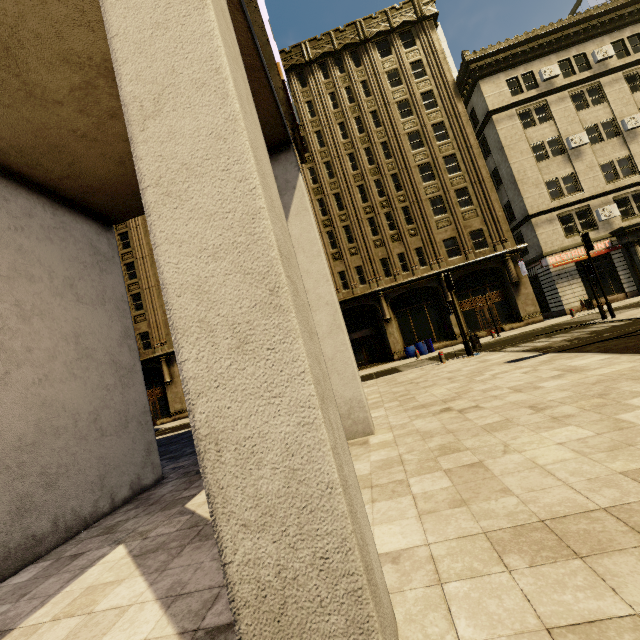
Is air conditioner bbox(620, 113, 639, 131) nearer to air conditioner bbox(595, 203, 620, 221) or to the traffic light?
air conditioner bbox(595, 203, 620, 221)

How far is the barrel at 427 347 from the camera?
23.6 meters

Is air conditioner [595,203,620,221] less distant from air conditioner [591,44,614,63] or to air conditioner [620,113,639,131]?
air conditioner [620,113,639,131]

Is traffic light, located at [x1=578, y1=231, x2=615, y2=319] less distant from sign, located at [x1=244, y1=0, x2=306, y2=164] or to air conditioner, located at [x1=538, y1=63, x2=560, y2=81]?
sign, located at [x1=244, y1=0, x2=306, y2=164]

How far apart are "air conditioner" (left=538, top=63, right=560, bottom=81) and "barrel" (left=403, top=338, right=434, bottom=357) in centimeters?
2214cm

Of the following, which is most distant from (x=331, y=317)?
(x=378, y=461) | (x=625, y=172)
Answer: (x=625, y=172)

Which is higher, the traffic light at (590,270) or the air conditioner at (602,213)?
the air conditioner at (602,213)

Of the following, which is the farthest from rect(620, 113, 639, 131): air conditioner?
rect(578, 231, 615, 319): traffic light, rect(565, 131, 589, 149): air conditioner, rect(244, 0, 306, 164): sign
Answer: rect(244, 0, 306, 164): sign
